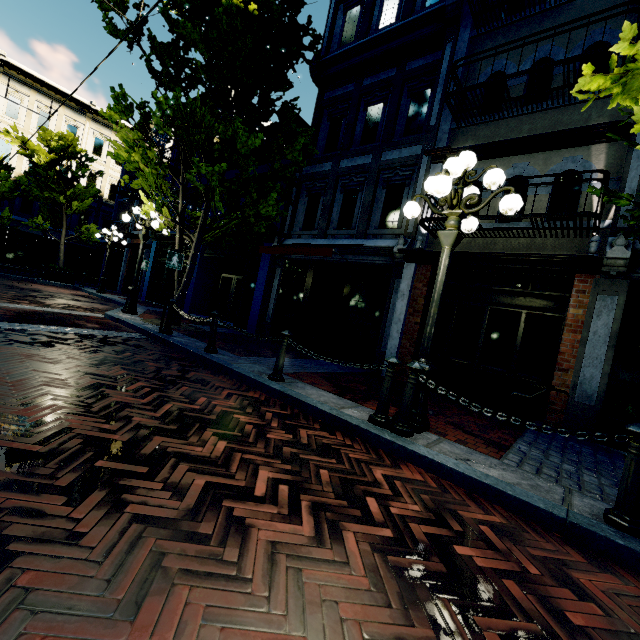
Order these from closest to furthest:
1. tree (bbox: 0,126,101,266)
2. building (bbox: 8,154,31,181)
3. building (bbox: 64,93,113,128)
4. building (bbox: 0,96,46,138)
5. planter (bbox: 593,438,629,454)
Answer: planter (bbox: 593,438,629,454) → tree (bbox: 0,126,101,266) → building (bbox: 0,96,46,138) → building (bbox: 8,154,31,181) → building (bbox: 64,93,113,128)

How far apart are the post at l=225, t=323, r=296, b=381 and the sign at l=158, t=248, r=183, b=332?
3.6m

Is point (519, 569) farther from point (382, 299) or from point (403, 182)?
point (403, 182)

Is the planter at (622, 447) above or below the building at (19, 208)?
below

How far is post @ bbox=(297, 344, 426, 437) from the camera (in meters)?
3.81

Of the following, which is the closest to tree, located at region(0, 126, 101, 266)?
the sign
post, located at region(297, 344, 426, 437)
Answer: the sign

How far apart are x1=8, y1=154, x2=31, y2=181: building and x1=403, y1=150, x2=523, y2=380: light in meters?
29.2 m

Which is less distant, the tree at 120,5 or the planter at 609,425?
the planter at 609,425
